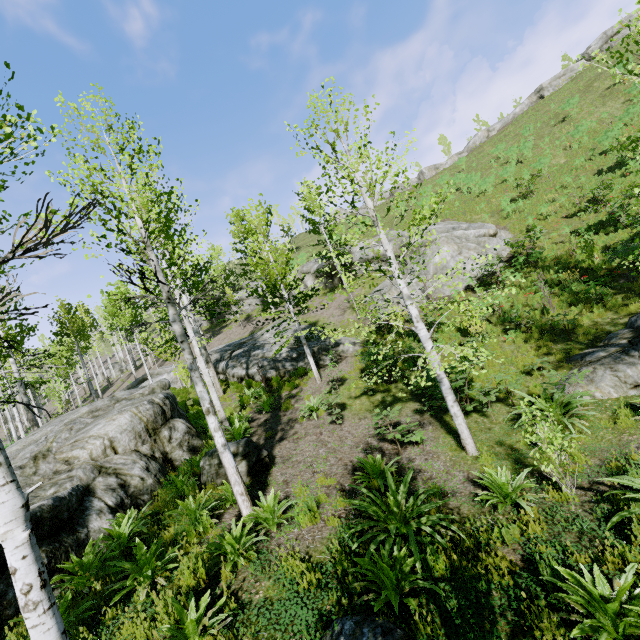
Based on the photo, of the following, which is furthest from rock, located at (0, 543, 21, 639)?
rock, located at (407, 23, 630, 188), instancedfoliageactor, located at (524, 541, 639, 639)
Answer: rock, located at (407, 23, 630, 188)

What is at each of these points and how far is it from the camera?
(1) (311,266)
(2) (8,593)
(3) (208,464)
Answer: (1) rock, 29.6m
(2) rock, 4.8m
(3) rock, 8.4m

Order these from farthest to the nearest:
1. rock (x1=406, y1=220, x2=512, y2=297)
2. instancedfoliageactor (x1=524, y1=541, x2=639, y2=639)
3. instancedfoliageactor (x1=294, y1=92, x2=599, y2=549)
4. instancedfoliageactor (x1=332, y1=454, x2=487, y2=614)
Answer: rock (x1=406, y1=220, x2=512, y2=297) → instancedfoliageactor (x1=294, y1=92, x2=599, y2=549) → instancedfoliageactor (x1=332, y1=454, x2=487, y2=614) → instancedfoliageactor (x1=524, y1=541, x2=639, y2=639)

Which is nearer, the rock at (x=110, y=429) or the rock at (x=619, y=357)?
the rock at (x=110, y=429)

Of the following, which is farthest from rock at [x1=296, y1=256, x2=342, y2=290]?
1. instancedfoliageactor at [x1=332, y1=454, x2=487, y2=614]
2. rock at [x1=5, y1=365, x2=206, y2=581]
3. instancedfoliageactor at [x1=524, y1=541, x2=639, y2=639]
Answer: instancedfoliageactor at [x1=524, y1=541, x2=639, y2=639]

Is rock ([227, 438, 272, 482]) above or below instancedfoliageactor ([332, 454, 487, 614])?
above

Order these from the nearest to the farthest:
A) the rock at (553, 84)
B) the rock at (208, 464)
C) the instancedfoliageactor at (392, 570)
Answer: the instancedfoliageactor at (392, 570) → the rock at (208, 464) → the rock at (553, 84)

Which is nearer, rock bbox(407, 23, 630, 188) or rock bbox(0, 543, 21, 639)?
rock bbox(0, 543, 21, 639)
